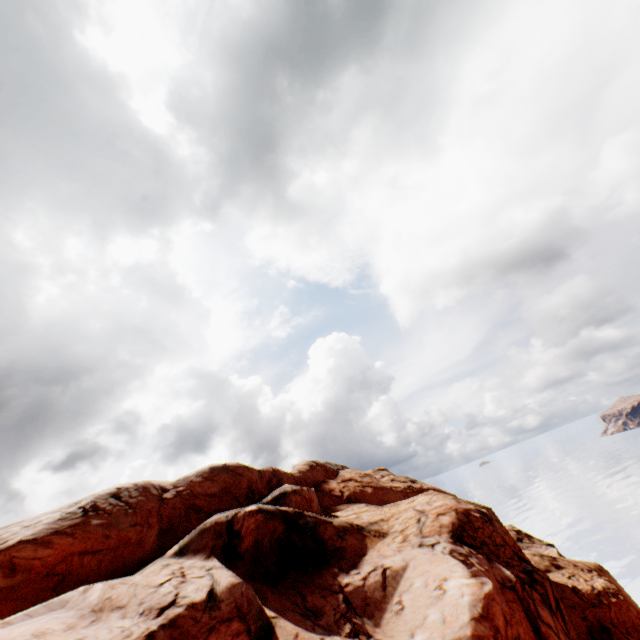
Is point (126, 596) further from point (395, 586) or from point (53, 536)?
point (395, 586)
